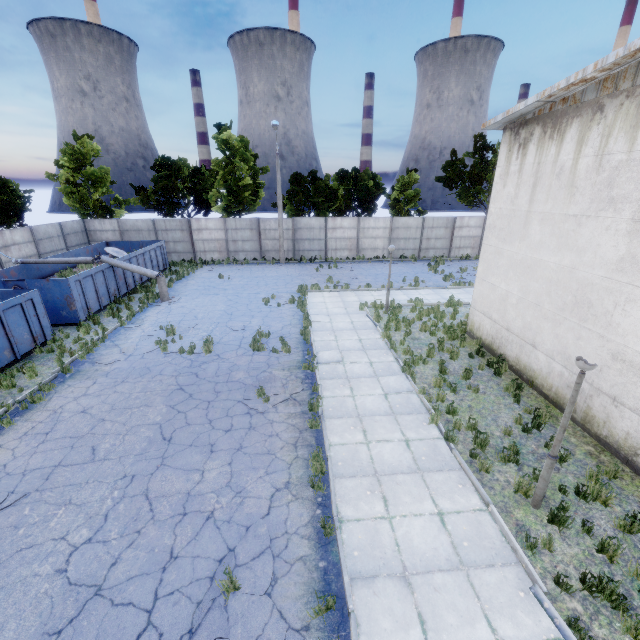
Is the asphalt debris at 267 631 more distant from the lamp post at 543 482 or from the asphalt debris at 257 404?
the lamp post at 543 482

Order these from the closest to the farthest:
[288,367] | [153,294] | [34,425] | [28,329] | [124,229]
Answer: [34,425], [288,367], [28,329], [153,294], [124,229]

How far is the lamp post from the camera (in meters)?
5.27

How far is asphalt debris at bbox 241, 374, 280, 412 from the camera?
9.4m

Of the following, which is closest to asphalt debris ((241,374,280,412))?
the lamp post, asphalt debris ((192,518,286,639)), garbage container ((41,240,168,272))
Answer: asphalt debris ((192,518,286,639))

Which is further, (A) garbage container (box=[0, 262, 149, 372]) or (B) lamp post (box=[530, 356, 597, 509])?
(A) garbage container (box=[0, 262, 149, 372])

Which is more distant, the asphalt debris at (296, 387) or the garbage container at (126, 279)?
the garbage container at (126, 279)

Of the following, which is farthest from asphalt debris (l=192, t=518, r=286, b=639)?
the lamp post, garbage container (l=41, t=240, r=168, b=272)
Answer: garbage container (l=41, t=240, r=168, b=272)
